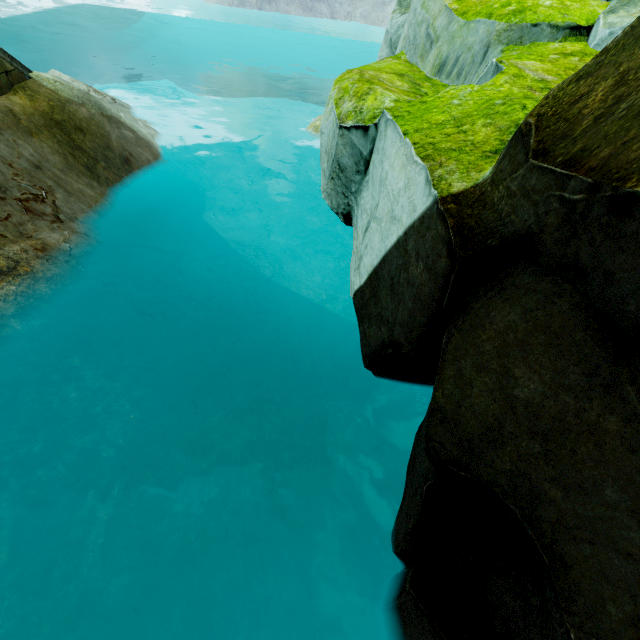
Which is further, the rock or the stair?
the stair

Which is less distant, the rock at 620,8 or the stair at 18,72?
the rock at 620,8

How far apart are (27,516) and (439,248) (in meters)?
4.20
